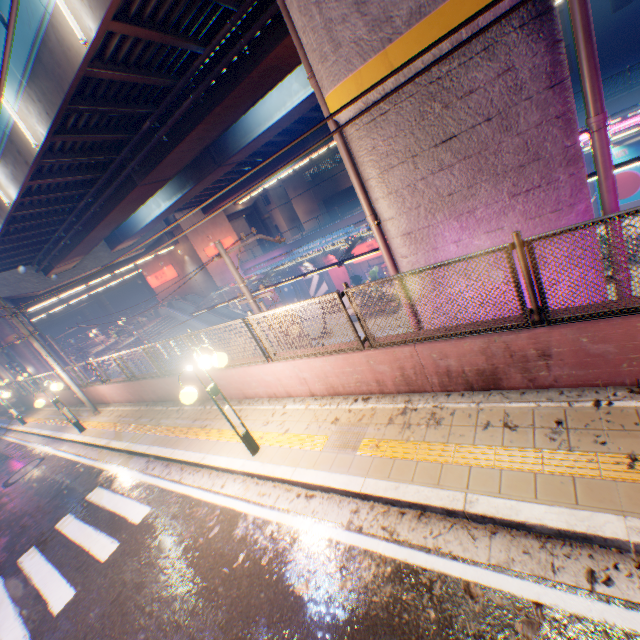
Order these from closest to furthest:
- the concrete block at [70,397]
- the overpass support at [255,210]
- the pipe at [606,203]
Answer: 1. the pipe at [606,203]
2. the concrete block at [70,397]
3. the overpass support at [255,210]

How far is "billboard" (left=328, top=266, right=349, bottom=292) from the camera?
32.5m

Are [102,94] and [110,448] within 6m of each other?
no

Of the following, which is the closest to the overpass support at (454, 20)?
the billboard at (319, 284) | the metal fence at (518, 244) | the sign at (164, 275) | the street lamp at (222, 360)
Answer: the metal fence at (518, 244)

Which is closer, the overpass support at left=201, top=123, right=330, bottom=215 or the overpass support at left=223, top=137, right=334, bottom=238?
the overpass support at left=201, top=123, right=330, bottom=215

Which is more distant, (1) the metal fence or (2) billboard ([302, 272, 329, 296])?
(2) billboard ([302, 272, 329, 296])

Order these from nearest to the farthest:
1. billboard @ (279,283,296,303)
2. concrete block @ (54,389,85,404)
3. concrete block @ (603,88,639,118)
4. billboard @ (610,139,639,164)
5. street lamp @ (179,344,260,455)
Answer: street lamp @ (179,344,260,455) → concrete block @ (54,389,85,404) → concrete block @ (603,88,639,118) → billboard @ (610,139,639,164) → billboard @ (279,283,296,303)

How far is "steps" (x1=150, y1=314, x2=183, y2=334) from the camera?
33.9m
